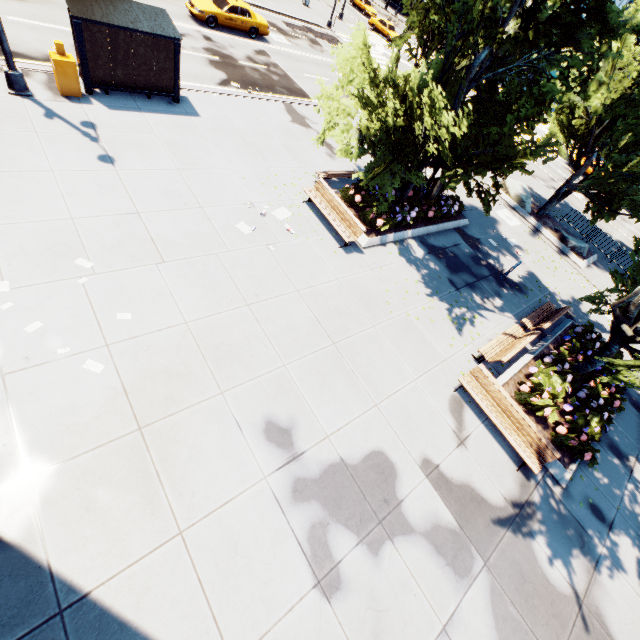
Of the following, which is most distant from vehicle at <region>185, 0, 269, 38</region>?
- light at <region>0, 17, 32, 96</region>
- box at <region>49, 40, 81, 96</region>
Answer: box at <region>49, 40, 81, 96</region>

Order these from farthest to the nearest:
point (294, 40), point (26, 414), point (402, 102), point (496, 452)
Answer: point (294, 40) → point (402, 102) → point (496, 452) → point (26, 414)

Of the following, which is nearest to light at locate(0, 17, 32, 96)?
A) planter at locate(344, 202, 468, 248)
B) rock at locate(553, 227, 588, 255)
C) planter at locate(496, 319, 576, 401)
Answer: planter at locate(344, 202, 468, 248)

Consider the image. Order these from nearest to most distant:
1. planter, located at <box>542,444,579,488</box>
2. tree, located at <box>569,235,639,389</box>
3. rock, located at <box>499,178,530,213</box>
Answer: tree, located at <box>569,235,639,389</box> → planter, located at <box>542,444,579,488</box> → rock, located at <box>499,178,530,213</box>

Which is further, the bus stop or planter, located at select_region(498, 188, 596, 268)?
planter, located at select_region(498, 188, 596, 268)

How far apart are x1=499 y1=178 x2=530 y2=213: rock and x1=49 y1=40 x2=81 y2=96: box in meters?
22.7 m

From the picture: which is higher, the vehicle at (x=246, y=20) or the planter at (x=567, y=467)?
the vehicle at (x=246, y=20)

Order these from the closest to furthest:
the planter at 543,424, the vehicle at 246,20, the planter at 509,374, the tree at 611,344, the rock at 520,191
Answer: the tree at 611,344 → the planter at 543,424 → the planter at 509,374 → the vehicle at 246,20 → the rock at 520,191
